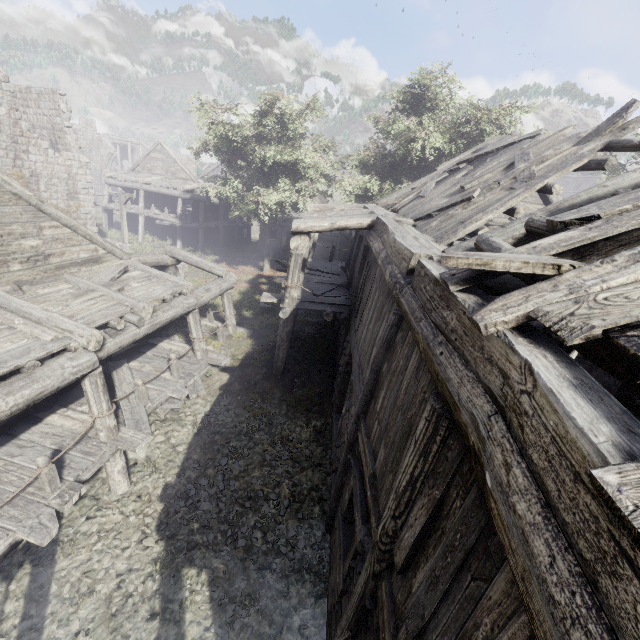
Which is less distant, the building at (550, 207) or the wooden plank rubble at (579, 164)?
the building at (550, 207)

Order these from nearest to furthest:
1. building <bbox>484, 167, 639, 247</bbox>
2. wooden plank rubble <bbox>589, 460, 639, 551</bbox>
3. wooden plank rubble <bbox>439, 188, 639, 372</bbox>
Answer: wooden plank rubble <bbox>589, 460, 639, 551</bbox>
wooden plank rubble <bbox>439, 188, 639, 372</bbox>
building <bbox>484, 167, 639, 247</bbox>

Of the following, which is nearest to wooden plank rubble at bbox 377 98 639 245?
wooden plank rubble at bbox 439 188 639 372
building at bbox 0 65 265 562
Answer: building at bbox 0 65 265 562

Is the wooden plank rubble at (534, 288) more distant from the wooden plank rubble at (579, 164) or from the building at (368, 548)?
the wooden plank rubble at (579, 164)

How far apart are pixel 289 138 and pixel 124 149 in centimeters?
4907cm

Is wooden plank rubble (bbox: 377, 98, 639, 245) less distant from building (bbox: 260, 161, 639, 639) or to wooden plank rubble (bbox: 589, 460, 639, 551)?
building (bbox: 260, 161, 639, 639)
